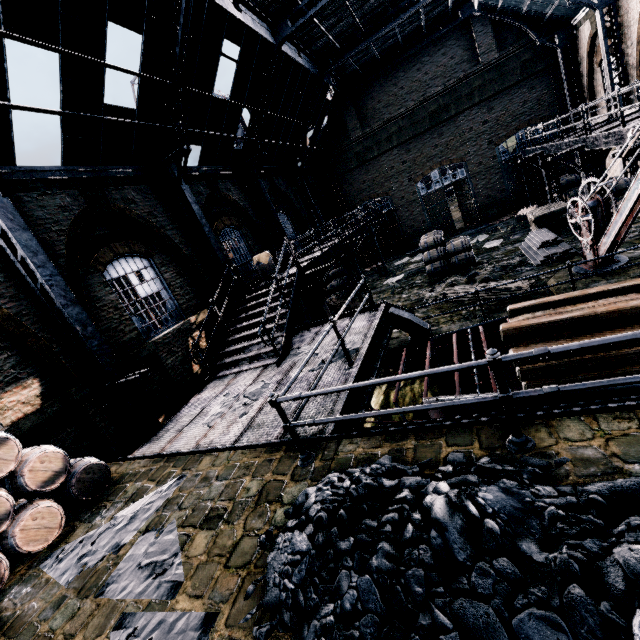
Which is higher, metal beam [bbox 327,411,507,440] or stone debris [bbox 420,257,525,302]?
metal beam [bbox 327,411,507,440]

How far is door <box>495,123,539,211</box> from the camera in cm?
2300

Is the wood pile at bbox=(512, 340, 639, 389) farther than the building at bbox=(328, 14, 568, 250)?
No

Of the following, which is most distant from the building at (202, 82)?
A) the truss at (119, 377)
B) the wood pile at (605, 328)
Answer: the wood pile at (605, 328)

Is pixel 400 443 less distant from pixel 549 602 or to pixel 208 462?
pixel 549 602

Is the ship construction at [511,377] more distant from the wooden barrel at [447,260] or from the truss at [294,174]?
Answer: the truss at [294,174]

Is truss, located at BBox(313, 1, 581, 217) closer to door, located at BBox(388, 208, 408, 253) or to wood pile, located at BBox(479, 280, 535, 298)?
door, located at BBox(388, 208, 408, 253)

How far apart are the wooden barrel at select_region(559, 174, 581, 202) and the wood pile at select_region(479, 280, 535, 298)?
11.65m
